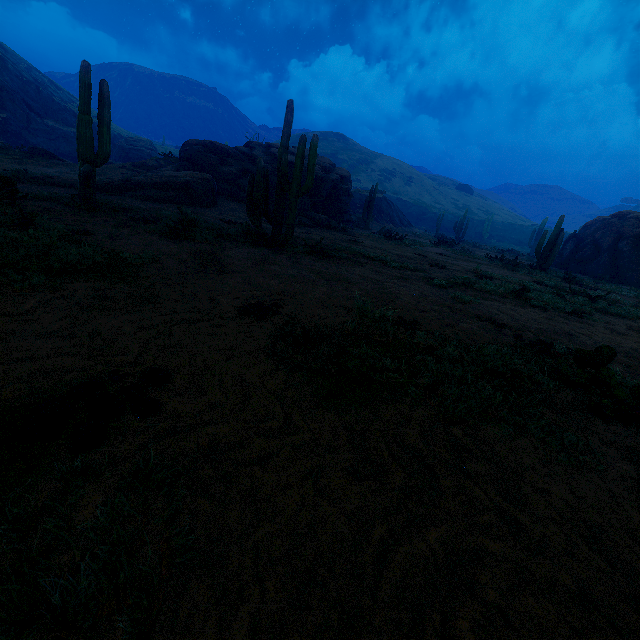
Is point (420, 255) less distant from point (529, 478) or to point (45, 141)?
point (529, 478)

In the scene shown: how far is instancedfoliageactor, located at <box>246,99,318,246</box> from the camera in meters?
8.8

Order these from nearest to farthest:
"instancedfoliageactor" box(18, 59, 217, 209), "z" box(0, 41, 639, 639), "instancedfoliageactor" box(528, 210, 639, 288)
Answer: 1. "z" box(0, 41, 639, 639)
2. "instancedfoliageactor" box(18, 59, 217, 209)
3. "instancedfoliageactor" box(528, 210, 639, 288)

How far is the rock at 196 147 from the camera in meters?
19.6

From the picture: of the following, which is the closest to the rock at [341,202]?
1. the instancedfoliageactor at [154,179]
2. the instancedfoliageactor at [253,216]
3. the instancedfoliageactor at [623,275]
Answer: the instancedfoliageactor at [623,275]

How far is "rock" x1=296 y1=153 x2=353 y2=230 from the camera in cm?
1853

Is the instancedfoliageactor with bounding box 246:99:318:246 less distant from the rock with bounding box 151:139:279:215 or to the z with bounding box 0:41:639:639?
the z with bounding box 0:41:639:639
